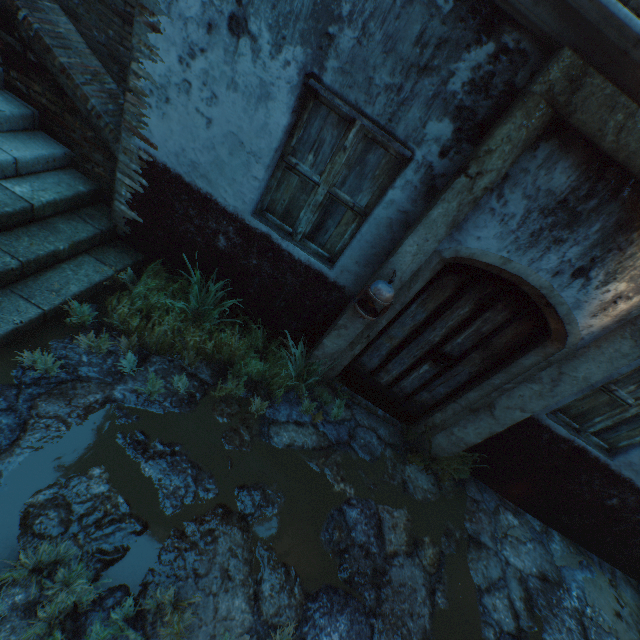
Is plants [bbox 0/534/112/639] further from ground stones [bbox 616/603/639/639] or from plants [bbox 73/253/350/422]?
plants [bbox 73/253/350/422]

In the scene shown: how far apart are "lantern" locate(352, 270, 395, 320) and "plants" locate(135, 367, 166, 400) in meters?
1.0

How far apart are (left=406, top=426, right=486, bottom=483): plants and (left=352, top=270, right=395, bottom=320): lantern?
1.9m

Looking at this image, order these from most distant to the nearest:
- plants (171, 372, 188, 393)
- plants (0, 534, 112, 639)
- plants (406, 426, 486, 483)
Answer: plants (406, 426, 486, 483) → plants (171, 372, 188, 393) → plants (0, 534, 112, 639)

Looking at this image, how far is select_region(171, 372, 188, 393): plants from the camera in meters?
3.2 m

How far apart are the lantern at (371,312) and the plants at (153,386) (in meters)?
0.98

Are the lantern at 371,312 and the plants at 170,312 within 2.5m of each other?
yes

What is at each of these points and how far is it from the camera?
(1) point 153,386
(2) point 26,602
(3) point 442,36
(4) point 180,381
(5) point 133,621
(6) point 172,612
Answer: (1) plants, 3.1 meters
(2) ground stones, 1.9 meters
(3) building, 2.2 meters
(4) plants, 3.2 meters
(5) ground stones, 2.1 meters
(6) plants, 2.1 meters
